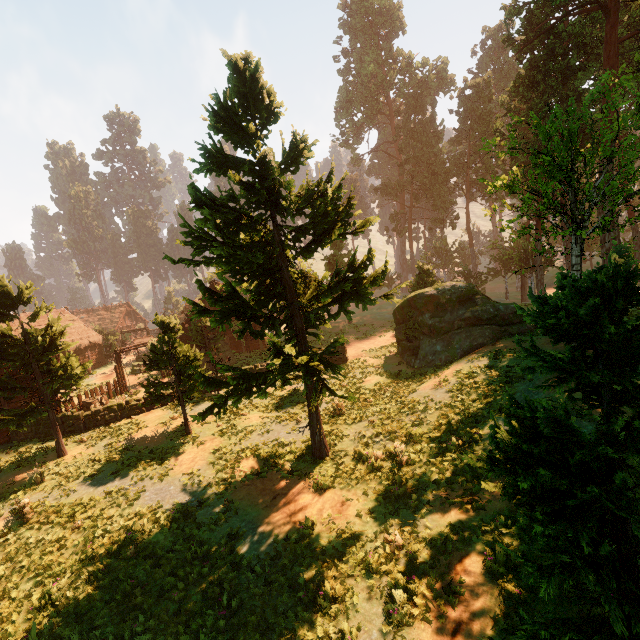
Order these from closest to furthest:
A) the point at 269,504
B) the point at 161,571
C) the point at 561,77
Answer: the point at 161,571
the point at 269,504
the point at 561,77

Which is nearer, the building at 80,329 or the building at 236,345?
the building at 236,345

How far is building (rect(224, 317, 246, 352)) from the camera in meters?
34.6 m

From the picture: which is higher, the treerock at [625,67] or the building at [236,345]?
the treerock at [625,67]

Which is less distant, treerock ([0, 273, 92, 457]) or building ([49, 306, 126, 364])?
treerock ([0, 273, 92, 457])

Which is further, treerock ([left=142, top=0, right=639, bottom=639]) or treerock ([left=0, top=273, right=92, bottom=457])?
treerock ([left=0, top=273, right=92, bottom=457])

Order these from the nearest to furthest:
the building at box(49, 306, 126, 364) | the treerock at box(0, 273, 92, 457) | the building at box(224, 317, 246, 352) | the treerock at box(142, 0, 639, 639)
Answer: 1. the treerock at box(142, 0, 639, 639)
2. the treerock at box(0, 273, 92, 457)
3. the building at box(224, 317, 246, 352)
4. the building at box(49, 306, 126, 364)
